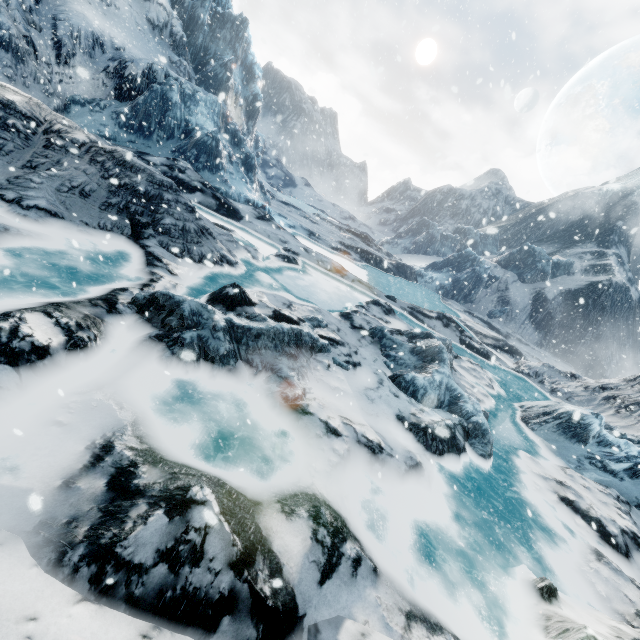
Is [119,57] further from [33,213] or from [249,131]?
[33,213]
